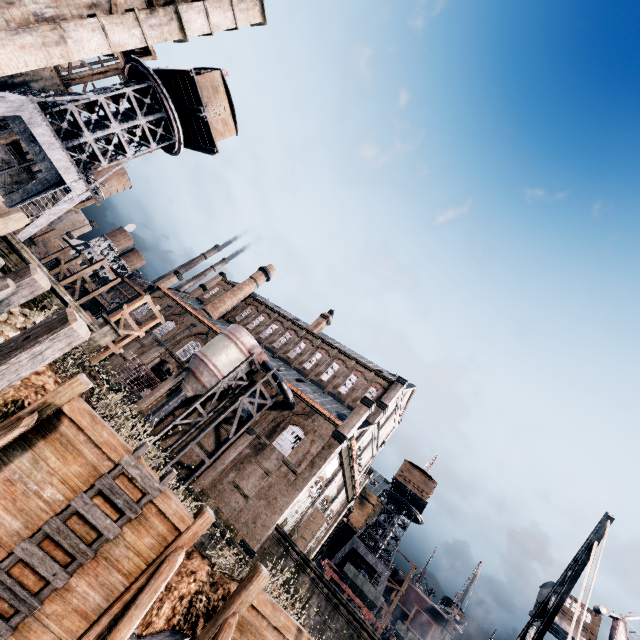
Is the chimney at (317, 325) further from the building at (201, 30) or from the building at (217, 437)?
the building at (201, 30)

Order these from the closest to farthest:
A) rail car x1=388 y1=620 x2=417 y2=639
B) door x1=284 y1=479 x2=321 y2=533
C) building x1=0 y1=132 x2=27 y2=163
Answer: door x1=284 y1=479 x2=321 y2=533
rail car x1=388 y1=620 x2=417 y2=639
building x1=0 y1=132 x2=27 y2=163

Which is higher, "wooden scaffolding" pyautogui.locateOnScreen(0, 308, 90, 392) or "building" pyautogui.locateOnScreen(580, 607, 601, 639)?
"building" pyautogui.locateOnScreen(580, 607, 601, 639)

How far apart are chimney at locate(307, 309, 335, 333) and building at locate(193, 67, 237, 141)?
25.6 meters

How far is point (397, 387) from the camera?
37.8m

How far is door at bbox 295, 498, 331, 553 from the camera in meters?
32.0

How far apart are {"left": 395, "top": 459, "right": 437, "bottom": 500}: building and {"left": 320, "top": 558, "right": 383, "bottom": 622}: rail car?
12.8m

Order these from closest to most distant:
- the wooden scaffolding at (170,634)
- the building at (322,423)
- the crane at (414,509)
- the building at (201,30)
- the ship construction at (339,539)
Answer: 1. the wooden scaffolding at (170,634)
2. the building at (201,30)
3. the building at (322,423)
4. the crane at (414,509)
5. the ship construction at (339,539)
